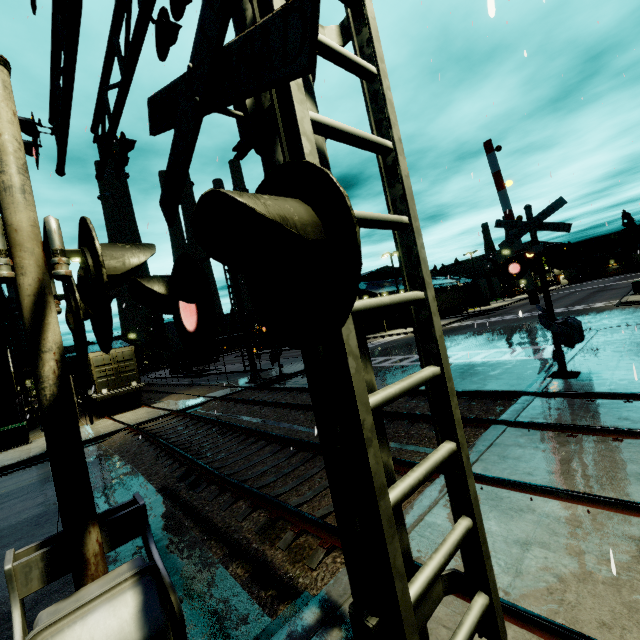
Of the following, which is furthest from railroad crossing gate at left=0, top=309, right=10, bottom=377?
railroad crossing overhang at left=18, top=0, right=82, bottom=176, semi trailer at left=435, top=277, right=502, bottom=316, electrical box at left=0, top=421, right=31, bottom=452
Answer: electrical box at left=0, top=421, right=31, bottom=452

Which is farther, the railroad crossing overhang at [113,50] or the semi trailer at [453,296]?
the semi trailer at [453,296]

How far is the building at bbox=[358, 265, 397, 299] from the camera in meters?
44.5 m

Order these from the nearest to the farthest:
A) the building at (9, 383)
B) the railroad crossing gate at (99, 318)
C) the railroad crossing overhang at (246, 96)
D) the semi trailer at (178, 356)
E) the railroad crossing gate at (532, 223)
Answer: the railroad crossing overhang at (246, 96)
the railroad crossing gate at (99, 318)
the railroad crossing gate at (532, 223)
the building at (9, 383)
the semi trailer at (178, 356)

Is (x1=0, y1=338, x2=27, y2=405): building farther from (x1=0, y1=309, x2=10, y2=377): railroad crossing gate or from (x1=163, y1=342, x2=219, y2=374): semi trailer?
(x1=0, y1=309, x2=10, y2=377): railroad crossing gate

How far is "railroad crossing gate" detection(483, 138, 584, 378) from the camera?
8.9m

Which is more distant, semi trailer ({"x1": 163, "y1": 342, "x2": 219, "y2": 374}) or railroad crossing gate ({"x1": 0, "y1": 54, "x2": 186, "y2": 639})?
semi trailer ({"x1": 163, "y1": 342, "x2": 219, "y2": 374})

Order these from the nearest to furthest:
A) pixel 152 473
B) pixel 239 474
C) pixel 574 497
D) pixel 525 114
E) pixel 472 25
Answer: pixel 574 497 < pixel 472 25 < pixel 239 474 < pixel 152 473 < pixel 525 114
